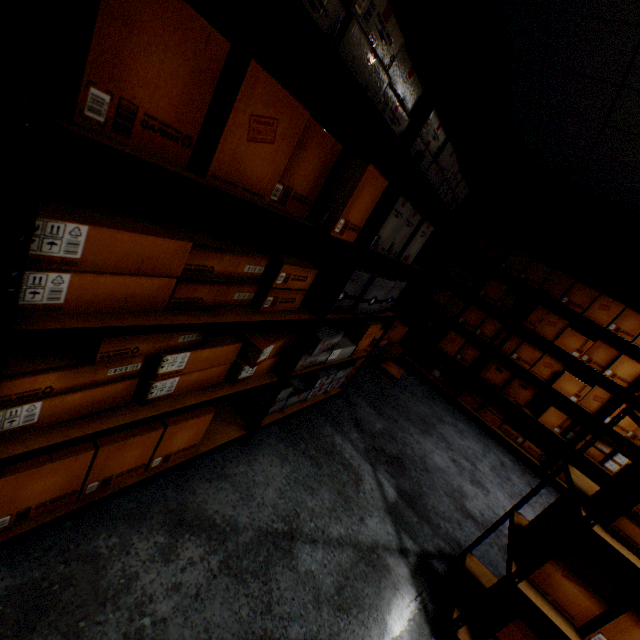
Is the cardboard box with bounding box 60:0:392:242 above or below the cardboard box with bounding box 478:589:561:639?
above

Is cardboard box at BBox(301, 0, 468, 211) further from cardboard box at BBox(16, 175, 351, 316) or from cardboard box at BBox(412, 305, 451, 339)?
cardboard box at BBox(412, 305, 451, 339)

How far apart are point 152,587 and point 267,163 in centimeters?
154cm

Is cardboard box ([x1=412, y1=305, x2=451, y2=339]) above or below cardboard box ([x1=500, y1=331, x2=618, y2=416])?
below

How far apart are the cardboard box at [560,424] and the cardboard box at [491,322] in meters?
0.1 m

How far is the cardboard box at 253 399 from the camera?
1.9 meters

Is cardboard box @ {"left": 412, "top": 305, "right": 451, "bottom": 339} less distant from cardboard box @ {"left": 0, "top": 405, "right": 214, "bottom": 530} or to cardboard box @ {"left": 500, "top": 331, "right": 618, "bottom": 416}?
cardboard box @ {"left": 500, "top": 331, "right": 618, "bottom": 416}

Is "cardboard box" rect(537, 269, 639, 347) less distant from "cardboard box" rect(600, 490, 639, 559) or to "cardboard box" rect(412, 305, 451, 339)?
"cardboard box" rect(412, 305, 451, 339)
